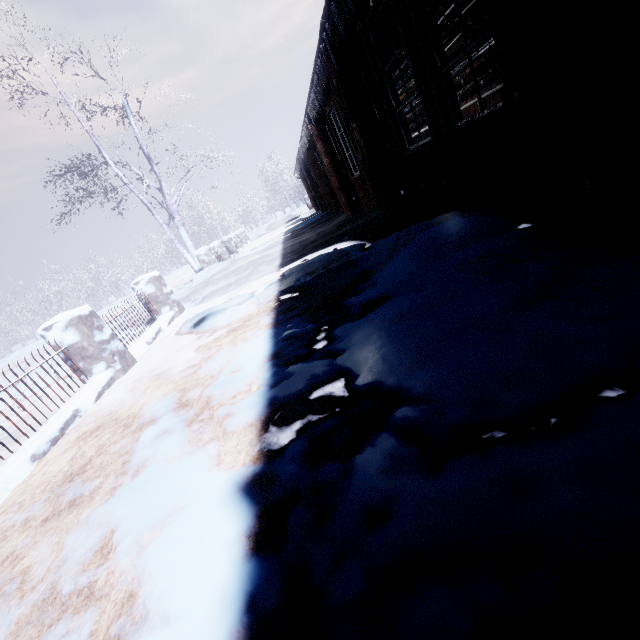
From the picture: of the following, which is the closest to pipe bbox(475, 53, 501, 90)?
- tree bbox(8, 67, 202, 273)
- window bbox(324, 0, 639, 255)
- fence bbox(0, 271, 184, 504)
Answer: window bbox(324, 0, 639, 255)

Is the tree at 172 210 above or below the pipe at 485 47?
above

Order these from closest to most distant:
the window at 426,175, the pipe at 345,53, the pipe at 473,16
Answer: the window at 426,175 < the pipe at 345,53 < the pipe at 473,16

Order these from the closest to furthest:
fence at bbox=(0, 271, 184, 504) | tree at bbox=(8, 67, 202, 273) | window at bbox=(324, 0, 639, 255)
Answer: window at bbox=(324, 0, 639, 255), fence at bbox=(0, 271, 184, 504), tree at bbox=(8, 67, 202, 273)

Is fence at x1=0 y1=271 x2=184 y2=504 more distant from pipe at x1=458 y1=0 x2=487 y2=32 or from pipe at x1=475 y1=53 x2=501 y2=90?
pipe at x1=475 y1=53 x2=501 y2=90

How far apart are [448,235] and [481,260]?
0.8m

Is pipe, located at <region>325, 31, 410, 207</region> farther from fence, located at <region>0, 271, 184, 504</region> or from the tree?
the tree

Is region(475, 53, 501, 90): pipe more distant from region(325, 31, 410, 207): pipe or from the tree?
the tree
